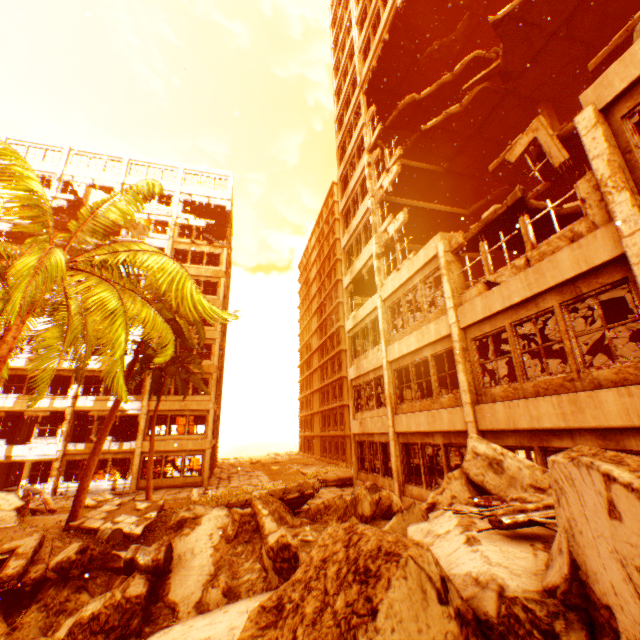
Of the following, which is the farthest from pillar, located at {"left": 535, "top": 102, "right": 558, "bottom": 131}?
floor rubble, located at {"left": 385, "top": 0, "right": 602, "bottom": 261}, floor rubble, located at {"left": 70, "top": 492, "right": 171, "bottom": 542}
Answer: floor rubble, located at {"left": 70, "top": 492, "right": 171, "bottom": 542}

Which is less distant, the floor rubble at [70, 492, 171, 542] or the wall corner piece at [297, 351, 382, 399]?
the floor rubble at [70, 492, 171, 542]

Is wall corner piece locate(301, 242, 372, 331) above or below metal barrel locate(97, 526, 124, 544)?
above

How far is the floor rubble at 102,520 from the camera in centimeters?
1248cm

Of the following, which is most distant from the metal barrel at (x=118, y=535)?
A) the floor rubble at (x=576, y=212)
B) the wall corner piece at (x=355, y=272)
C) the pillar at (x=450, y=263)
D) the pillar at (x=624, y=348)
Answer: the pillar at (x=624, y=348)

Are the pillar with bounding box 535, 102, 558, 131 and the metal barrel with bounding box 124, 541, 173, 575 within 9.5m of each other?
no

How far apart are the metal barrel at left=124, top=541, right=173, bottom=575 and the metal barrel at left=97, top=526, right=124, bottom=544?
6.15m

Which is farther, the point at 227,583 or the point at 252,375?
the point at 252,375
